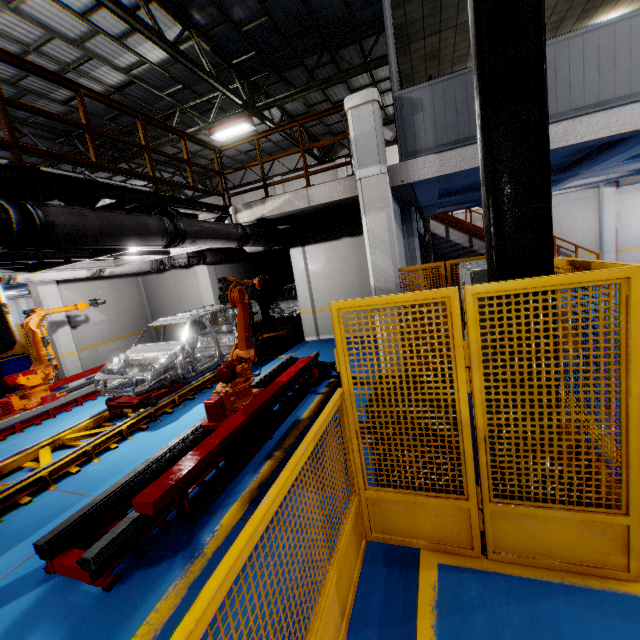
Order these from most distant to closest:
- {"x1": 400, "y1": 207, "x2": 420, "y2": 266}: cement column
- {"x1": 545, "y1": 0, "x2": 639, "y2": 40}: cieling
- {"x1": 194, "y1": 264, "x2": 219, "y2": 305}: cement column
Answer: {"x1": 194, "y1": 264, "x2": 219, "y2": 305}: cement column, {"x1": 400, "y1": 207, "x2": 420, "y2": 266}: cement column, {"x1": 545, "y1": 0, "x2": 639, "y2": 40}: cieling

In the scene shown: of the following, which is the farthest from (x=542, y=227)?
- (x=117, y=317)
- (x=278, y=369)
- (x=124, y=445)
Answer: (x=117, y=317)

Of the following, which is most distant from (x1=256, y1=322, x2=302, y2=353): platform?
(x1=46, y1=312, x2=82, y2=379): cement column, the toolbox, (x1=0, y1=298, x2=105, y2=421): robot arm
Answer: the toolbox

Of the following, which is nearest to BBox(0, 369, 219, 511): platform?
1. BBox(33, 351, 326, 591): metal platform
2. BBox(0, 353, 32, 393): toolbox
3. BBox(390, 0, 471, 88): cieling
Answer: BBox(33, 351, 326, 591): metal platform

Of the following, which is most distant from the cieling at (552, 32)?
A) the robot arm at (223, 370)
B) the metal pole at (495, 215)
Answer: the robot arm at (223, 370)

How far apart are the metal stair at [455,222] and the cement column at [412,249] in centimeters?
531cm

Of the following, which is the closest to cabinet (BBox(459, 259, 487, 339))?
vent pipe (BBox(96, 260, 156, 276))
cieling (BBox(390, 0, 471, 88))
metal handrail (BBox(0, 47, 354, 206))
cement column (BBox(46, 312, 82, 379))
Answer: metal handrail (BBox(0, 47, 354, 206))

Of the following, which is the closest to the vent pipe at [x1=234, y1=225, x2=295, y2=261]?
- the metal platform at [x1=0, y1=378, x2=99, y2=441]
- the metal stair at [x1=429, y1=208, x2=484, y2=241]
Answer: the metal platform at [x1=0, y1=378, x2=99, y2=441]
